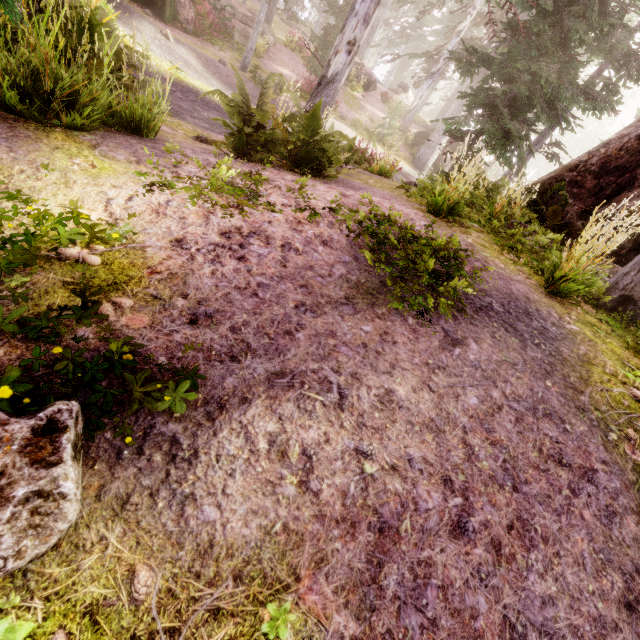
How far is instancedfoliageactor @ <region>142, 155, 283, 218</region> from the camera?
2.9 meters

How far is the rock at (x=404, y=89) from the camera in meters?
36.1 m

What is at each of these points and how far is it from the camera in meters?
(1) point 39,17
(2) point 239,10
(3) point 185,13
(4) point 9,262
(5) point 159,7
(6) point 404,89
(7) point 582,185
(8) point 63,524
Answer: (1) instancedfoliageactor, 3.2
(2) rock, 19.7
(3) rock, 15.7
(4) instancedfoliageactor, 2.0
(5) tree trunk, 14.2
(6) rock, 36.7
(7) rock, 7.5
(8) instancedfoliageactor, 1.2

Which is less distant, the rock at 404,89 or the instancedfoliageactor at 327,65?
the instancedfoliageactor at 327,65

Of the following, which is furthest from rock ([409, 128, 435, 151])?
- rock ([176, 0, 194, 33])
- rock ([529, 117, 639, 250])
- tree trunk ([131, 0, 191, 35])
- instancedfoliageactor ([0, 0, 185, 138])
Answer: tree trunk ([131, 0, 191, 35])

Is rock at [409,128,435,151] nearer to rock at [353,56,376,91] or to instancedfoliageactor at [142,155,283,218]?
instancedfoliageactor at [142,155,283,218]

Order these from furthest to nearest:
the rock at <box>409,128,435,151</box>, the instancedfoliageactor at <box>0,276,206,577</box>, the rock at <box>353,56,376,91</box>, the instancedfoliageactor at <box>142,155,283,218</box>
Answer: the rock at <box>353,56,376,91</box> → the rock at <box>409,128,435,151</box> → the instancedfoliageactor at <box>142,155,283,218</box> → the instancedfoliageactor at <box>0,276,206,577</box>

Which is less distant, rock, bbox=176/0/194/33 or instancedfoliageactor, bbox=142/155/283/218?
instancedfoliageactor, bbox=142/155/283/218
